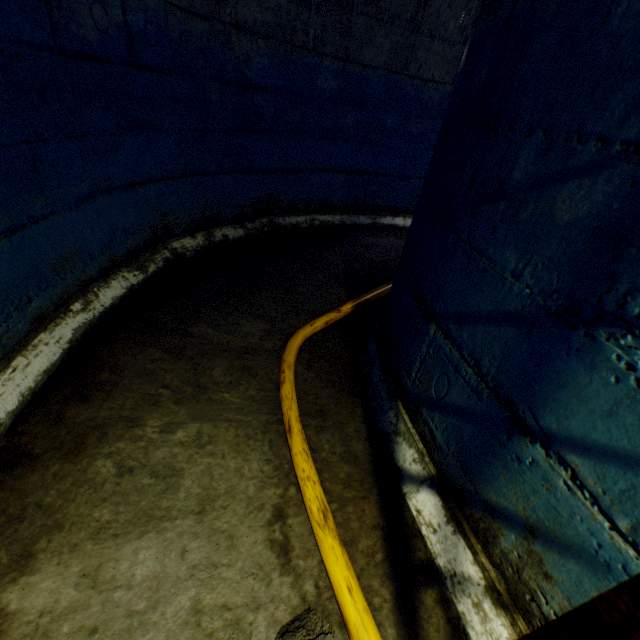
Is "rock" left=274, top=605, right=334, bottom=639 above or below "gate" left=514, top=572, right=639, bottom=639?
below

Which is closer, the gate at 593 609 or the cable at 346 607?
the gate at 593 609

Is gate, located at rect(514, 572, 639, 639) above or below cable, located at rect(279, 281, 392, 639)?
above

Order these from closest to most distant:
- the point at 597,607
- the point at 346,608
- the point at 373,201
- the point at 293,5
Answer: the point at 597,607, the point at 346,608, the point at 293,5, the point at 373,201

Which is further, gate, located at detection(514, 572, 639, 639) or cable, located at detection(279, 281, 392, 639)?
cable, located at detection(279, 281, 392, 639)

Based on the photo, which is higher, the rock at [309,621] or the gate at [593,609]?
the gate at [593,609]
